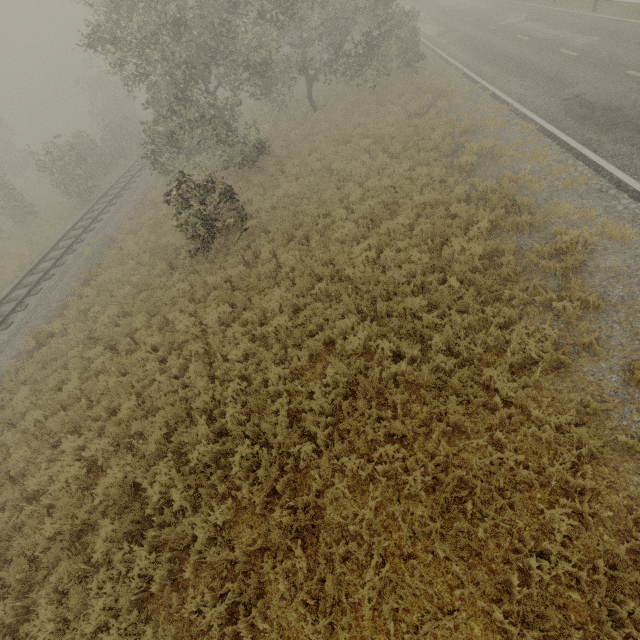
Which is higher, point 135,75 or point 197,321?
point 135,75
